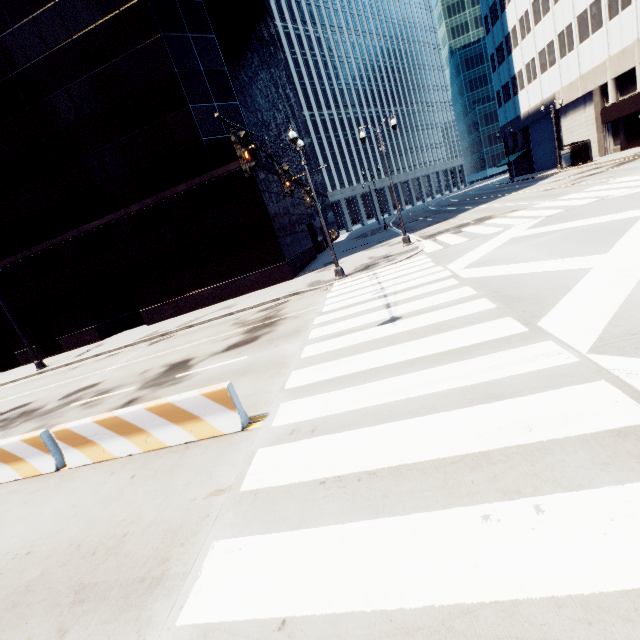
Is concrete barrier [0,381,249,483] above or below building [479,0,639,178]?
below

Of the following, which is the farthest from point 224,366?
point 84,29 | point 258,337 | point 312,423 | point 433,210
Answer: point 433,210

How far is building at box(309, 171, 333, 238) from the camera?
50.4m

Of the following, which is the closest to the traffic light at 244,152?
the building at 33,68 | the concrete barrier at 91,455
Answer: the concrete barrier at 91,455

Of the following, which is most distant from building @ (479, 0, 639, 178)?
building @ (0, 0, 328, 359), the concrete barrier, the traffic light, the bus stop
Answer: the concrete barrier

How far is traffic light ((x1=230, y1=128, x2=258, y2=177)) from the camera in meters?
6.5 m

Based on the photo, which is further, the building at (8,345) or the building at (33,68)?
the building at (8,345)

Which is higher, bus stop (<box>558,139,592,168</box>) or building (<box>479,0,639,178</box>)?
building (<box>479,0,639,178</box>)
